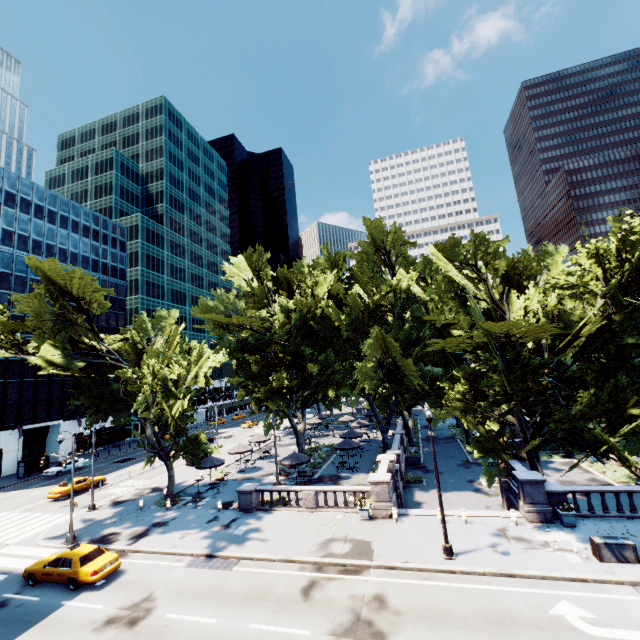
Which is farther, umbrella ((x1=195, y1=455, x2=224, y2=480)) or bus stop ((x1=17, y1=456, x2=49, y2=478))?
bus stop ((x1=17, y1=456, x2=49, y2=478))

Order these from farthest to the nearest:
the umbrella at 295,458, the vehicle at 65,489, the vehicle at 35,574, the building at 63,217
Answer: the building at 63,217 → the vehicle at 65,489 → the umbrella at 295,458 → the vehicle at 35,574

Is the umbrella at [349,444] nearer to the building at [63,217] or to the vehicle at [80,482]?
the vehicle at [80,482]

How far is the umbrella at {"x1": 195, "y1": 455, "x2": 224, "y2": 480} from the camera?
29.8 meters

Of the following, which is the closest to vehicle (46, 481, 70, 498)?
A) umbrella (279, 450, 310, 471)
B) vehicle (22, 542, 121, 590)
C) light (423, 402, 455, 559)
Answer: vehicle (22, 542, 121, 590)

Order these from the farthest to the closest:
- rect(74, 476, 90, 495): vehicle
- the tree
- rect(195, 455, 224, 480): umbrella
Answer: rect(74, 476, 90, 495): vehicle
rect(195, 455, 224, 480): umbrella
the tree

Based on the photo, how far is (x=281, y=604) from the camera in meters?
14.1

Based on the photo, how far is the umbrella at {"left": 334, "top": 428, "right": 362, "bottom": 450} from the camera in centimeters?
3198cm
